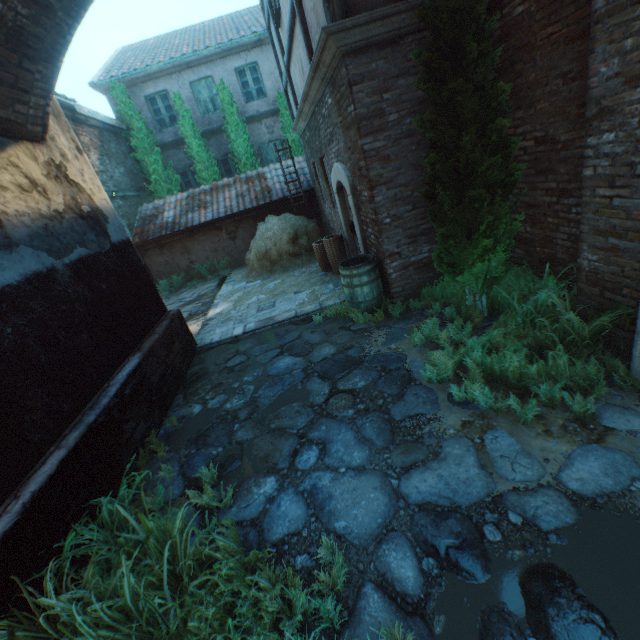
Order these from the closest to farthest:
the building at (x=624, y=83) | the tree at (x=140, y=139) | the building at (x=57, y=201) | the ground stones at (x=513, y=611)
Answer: the ground stones at (x=513, y=611) < the building at (x=624, y=83) < the building at (x=57, y=201) < the tree at (x=140, y=139)

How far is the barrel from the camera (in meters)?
5.41

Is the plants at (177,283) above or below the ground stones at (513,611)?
above

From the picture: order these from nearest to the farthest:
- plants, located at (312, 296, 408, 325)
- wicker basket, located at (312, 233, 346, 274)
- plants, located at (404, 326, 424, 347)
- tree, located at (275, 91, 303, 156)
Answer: plants, located at (404, 326, 424, 347) < plants, located at (312, 296, 408, 325) < wicker basket, located at (312, 233, 346, 274) < tree, located at (275, 91, 303, 156)

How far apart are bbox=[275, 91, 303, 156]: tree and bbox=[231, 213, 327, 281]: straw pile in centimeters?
458cm

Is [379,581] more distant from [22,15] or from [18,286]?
[22,15]

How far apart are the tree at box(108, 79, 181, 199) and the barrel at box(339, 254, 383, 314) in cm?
1163

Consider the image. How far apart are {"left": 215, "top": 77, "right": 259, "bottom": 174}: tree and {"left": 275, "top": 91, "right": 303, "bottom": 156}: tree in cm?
134
